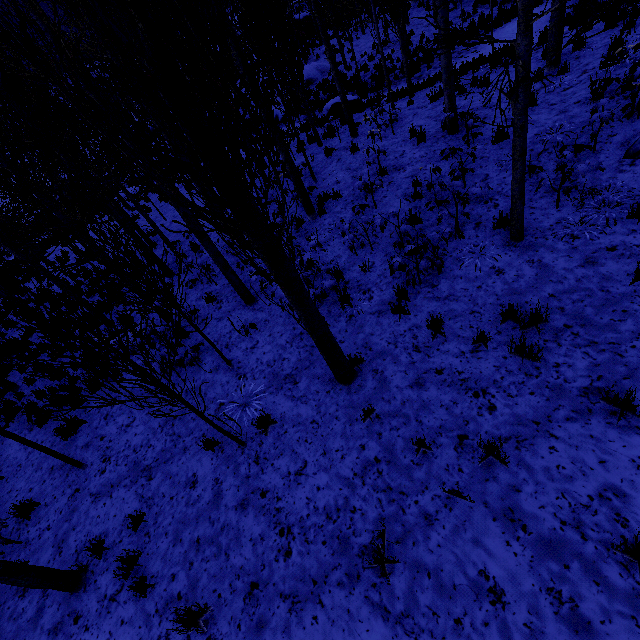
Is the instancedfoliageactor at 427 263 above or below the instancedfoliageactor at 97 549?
above

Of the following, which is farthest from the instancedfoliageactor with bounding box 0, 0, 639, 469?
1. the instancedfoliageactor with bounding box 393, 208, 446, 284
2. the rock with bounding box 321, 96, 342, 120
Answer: the rock with bounding box 321, 96, 342, 120

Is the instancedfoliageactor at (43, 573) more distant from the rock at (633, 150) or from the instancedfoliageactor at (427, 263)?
the instancedfoliageactor at (427, 263)

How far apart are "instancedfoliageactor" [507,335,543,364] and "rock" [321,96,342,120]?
14.4m

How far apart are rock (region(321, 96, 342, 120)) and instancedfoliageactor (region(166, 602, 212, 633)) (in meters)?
17.07

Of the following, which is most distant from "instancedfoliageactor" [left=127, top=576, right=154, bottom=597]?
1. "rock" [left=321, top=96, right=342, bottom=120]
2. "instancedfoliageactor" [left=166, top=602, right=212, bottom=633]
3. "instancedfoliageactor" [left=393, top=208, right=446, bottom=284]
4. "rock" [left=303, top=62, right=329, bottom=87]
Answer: Answer: "rock" [left=321, top=96, right=342, bottom=120]

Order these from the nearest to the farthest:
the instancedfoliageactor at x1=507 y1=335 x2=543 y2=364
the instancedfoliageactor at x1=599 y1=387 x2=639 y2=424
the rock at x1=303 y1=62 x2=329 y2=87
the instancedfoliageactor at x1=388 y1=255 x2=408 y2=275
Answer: the instancedfoliageactor at x1=599 y1=387 x2=639 y2=424 < the instancedfoliageactor at x1=507 y1=335 x2=543 y2=364 < the instancedfoliageactor at x1=388 y1=255 x2=408 y2=275 < the rock at x1=303 y1=62 x2=329 y2=87

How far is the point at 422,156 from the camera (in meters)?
8.45
